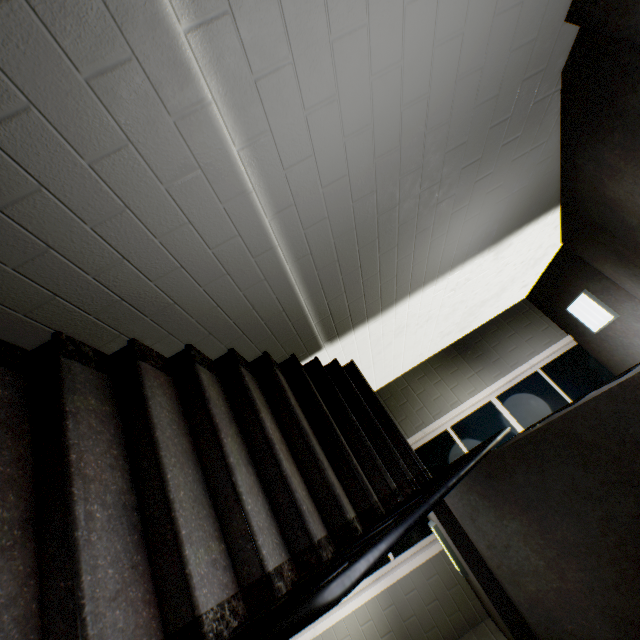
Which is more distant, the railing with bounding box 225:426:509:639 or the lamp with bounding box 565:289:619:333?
the lamp with bounding box 565:289:619:333

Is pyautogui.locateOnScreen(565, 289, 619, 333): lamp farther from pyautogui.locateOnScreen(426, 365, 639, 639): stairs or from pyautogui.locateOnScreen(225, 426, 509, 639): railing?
pyautogui.locateOnScreen(225, 426, 509, 639): railing

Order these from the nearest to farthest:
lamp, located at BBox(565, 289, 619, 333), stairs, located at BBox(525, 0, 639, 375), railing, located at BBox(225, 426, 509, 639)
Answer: railing, located at BBox(225, 426, 509, 639) < stairs, located at BBox(525, 0, 639, 375) < lamp, located at BBox(565, 289, 619, 333)

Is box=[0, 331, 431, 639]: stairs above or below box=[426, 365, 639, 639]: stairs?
below

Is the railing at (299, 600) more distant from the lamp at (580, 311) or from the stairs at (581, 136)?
the lamp at (580, 311)

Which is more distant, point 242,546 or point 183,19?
point 242,546
